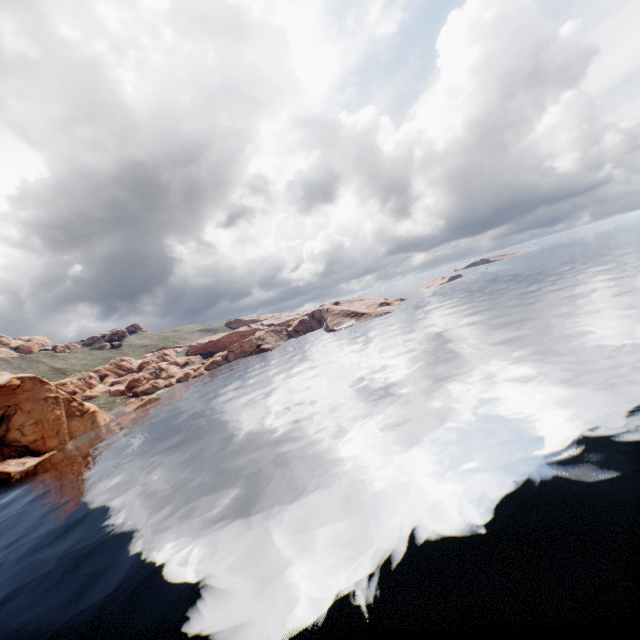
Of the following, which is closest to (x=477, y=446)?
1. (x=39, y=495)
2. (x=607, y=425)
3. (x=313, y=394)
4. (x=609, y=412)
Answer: (x=607, y=425)
